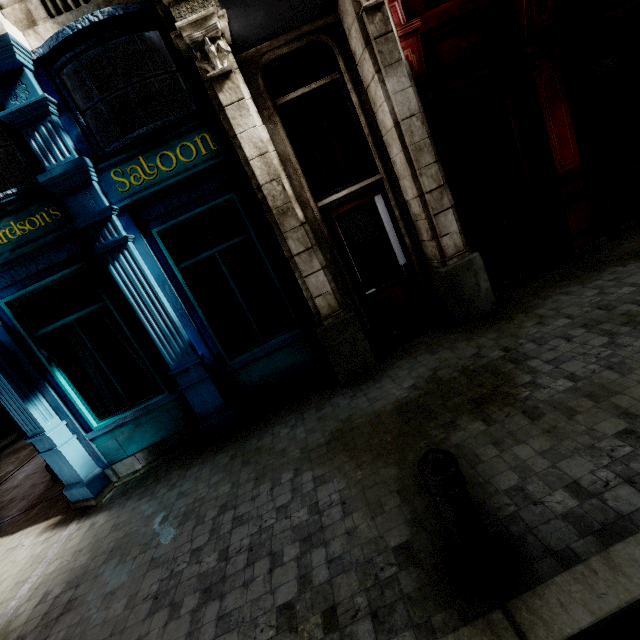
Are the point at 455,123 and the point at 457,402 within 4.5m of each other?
no

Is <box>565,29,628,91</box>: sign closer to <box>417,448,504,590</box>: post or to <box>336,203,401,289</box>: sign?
<box>336,203,401,289</box>: sign

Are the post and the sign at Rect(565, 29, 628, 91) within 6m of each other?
no

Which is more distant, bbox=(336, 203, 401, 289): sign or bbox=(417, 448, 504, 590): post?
bbox=(336, 203, 401, 289): sign

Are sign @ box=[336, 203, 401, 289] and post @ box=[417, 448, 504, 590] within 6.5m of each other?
yes

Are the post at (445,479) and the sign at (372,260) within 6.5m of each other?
yes

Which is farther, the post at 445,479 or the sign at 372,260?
the sign at 372,260
